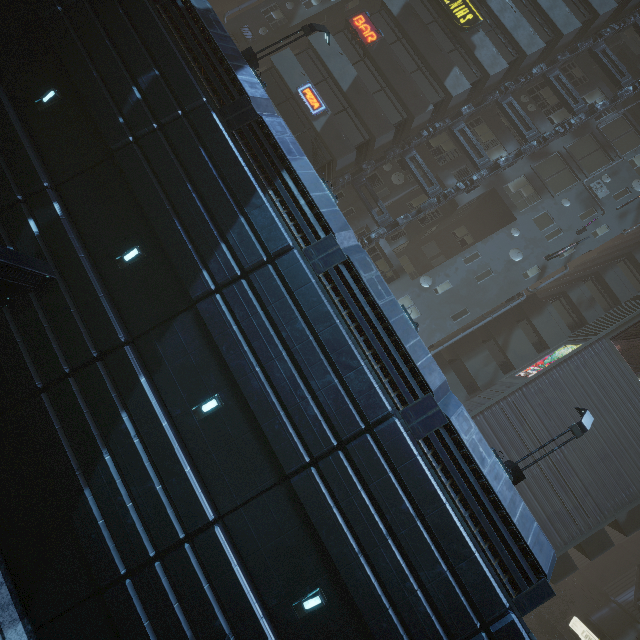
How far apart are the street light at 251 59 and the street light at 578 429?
19.7 meters

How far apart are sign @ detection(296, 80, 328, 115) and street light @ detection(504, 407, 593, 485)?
21.7 meters

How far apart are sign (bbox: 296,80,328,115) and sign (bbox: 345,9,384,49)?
4.37m

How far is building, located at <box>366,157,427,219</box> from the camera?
23.7 meters

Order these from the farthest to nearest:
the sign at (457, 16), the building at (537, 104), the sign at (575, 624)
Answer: the sign at (575, 624), the building at (537, 104), the sign at (457, 16)

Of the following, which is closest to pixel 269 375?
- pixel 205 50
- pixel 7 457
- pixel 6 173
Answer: pixel 7 457

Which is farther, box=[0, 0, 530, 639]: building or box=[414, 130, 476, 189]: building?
box=[414, 130, 476, 189]: building

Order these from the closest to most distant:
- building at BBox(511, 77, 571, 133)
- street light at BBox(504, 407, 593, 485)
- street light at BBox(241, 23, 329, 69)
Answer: street light at BBox(504, 407, 593, 485) → street light at BBox(241, 23, 329, 69) → building at BBox(511, 77, 571, 133)
